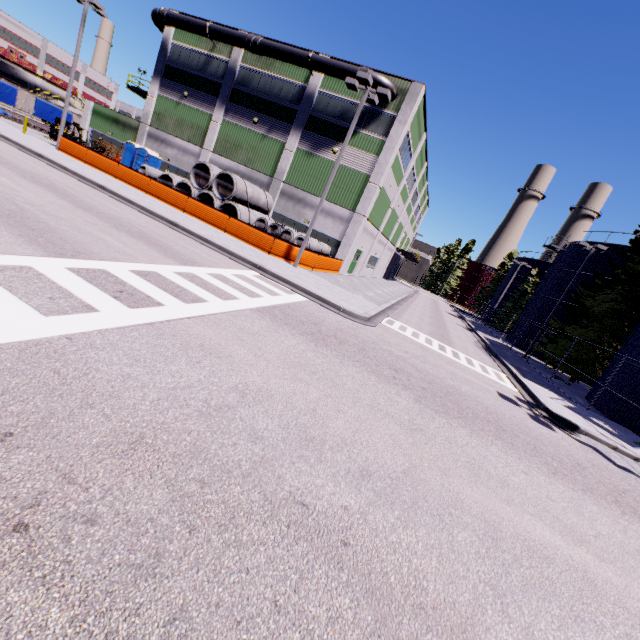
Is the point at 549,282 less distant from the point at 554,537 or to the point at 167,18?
the point at 554,537

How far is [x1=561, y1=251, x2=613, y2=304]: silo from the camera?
29.0m

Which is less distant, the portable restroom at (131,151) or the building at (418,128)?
the building at (418,128)

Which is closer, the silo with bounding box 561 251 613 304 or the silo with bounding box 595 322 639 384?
the silo with bounding box 595 322 639 384

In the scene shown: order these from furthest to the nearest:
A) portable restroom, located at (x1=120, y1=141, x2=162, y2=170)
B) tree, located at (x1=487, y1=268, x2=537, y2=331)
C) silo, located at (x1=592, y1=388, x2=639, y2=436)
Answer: tree, located at (x1=487, y1=268, x2=537, y2=331)
portable restroom, located at (x1=120, y1=141, x2=162, y2=170)
silo, located at (x1=592, y1=388, x2=639, y2=436)

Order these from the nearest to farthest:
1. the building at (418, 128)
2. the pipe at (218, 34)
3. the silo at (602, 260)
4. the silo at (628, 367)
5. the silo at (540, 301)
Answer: the silo at (628, 367) → the pipe at (218, 34) → the building at (418, 128) → the silo at (602, 260) → the silo at (540, 301)

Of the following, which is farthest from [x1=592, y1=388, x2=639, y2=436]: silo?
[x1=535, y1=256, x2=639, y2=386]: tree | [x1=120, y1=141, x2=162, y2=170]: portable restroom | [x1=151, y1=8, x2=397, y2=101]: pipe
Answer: [x1=120, y1=141, x2=162, y2=170]: portable restroom

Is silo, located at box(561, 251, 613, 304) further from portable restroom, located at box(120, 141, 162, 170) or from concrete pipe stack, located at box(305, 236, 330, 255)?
portable restroom, located at box(120, 141, 162, 170)
